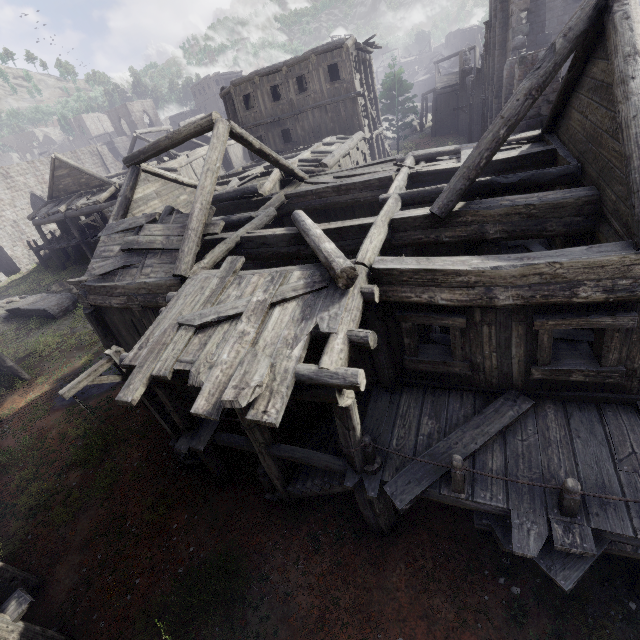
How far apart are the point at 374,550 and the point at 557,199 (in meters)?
A: 8.57

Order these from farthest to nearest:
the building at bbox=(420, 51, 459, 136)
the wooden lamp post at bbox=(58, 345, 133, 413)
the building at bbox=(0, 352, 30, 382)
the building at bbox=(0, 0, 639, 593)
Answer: the building at bbox=(420, 51, 459, 136) → the building at bbox=(0, 352, 30, 382) → the wooden lamp post at bbox=(58, 345, 133, 413) → the building at bbox=(0, 0, 639, 593)

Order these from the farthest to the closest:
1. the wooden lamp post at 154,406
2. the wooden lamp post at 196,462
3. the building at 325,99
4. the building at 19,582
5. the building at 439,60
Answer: the building at 439,60, the wooden lamp post at 196,462, the wooden lamp post at 154,406, the building at 19,582, the building at 325,99

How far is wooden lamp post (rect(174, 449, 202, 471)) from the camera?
9.88m

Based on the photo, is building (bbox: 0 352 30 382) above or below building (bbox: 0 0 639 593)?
below

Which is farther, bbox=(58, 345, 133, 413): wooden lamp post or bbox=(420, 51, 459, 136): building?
bbox=(420, 51, 459, 136): building

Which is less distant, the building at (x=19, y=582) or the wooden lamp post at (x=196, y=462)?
the building at (x=19, y=582)

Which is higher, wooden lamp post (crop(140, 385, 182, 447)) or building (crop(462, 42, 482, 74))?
building (crop(462, 42, 482, 74))
